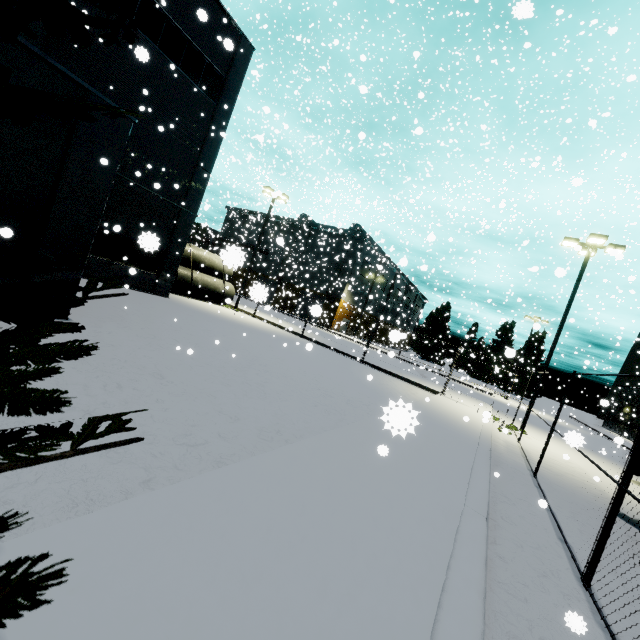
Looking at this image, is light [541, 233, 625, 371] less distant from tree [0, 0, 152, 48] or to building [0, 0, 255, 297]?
building [0, 0, 255, 297]

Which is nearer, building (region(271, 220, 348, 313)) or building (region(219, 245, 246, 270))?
building (region(219, 245, 246, 270))

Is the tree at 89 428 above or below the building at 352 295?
below

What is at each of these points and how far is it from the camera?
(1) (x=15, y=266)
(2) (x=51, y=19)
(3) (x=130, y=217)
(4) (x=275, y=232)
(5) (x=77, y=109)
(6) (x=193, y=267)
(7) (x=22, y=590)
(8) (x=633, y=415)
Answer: (1) tree, 1.6m
(2) tree, 1.8m
(3) building, 15.9m
(4) building, 58.1m
(5) tree, 1.6m
(6) concrete pipe stack, 23.7m
(7) tree, 0.4m
(8) building, 15.4m

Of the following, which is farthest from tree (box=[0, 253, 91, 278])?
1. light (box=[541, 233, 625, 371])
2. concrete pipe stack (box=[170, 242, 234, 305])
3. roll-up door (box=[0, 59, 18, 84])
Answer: concrete pipe stack (box=[170, 242, 234, 305])

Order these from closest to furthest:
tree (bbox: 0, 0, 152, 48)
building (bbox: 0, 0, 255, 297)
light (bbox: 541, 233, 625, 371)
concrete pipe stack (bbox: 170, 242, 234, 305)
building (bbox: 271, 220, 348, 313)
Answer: tree (bbox: 0, 0, 152, 48), building (bbox: 0, 0, 255, 297), light (bbox: 541, 233, 625, 371), concrete pipe stack (bbox: 170, 242, 234, 305), building (bbox: 271, 220, 348, 313)

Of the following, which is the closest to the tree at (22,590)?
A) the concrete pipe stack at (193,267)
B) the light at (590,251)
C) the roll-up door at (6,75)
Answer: the roll-up door at (6,75)

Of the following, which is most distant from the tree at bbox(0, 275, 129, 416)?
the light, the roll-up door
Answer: the light
